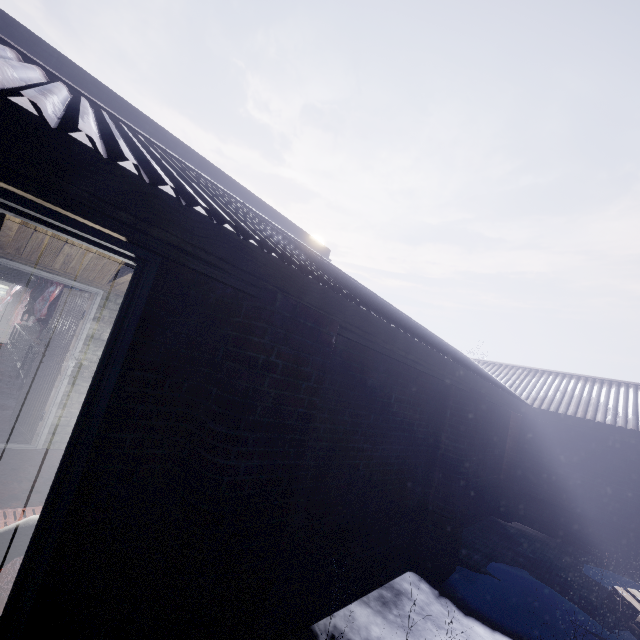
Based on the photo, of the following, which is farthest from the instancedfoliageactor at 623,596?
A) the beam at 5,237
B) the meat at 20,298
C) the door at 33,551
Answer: the meat at 20,298

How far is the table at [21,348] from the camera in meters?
6.0

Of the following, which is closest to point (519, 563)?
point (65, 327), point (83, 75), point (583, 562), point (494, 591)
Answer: point (494, 591)

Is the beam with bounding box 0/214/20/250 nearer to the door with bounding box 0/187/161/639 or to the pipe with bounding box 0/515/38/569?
the door with bounding box 0/187/161/639

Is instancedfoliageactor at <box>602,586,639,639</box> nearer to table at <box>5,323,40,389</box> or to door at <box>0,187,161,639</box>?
door at <box>0,187,161,639</box>

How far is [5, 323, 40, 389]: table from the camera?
6.0m

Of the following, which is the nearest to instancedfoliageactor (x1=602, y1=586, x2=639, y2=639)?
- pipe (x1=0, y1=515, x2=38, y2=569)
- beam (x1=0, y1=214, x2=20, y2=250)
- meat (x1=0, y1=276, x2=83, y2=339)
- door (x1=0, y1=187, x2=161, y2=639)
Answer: door (x1=0, y1=187, x2=161, y2=639)

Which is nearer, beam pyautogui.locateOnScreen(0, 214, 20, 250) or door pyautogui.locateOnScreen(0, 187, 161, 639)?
door pyautogui.locateOnScreen(0, 187, 161, 639)
